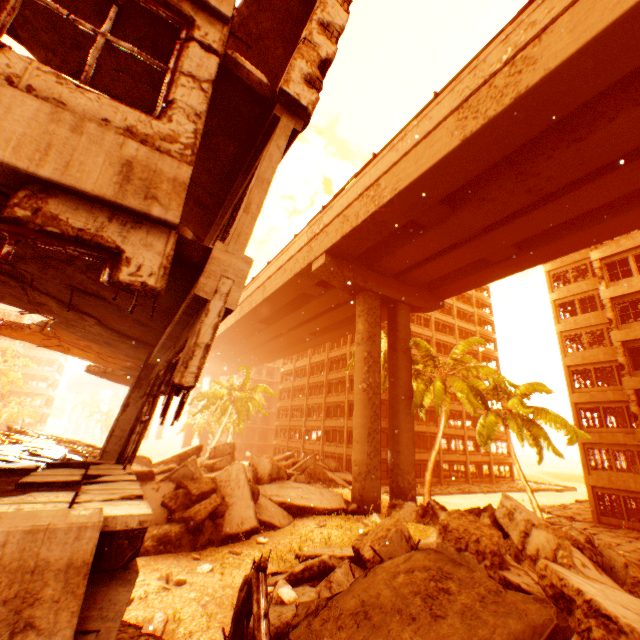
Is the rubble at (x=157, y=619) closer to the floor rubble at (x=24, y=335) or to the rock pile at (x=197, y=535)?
the rock pile at (x=197, y=535)

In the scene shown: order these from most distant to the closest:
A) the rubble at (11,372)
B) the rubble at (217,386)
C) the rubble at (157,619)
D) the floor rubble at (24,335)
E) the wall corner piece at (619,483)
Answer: the rubble at (11,372), the rubble at (217,386), the wall corner piece at (619,483), the floor rubble at (24,335), the rubble at (157,619)

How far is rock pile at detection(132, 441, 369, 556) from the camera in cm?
1134

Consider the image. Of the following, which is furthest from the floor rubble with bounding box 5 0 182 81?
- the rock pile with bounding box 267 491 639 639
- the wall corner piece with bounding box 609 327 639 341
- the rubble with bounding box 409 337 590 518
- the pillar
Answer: the wall corner piece with bounding box 609 327 639 341

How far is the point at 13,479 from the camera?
3.63m

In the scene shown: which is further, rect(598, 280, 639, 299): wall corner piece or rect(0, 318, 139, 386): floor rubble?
rect(598, 280, 639, 299): wall corner piece

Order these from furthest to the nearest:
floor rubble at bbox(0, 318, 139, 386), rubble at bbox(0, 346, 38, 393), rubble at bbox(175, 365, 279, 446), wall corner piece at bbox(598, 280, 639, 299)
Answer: rubble at bbox(0, 346, 38, 393), rubble at bbox(175, 365, 279, 446), wall corner piece at bbox(598, 280, 639, 299), floor rubble at bbox(0, 318, 139, 386)

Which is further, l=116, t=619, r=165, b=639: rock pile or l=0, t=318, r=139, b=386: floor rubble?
l=0, t=318, r=139, b=386: floor rubble
